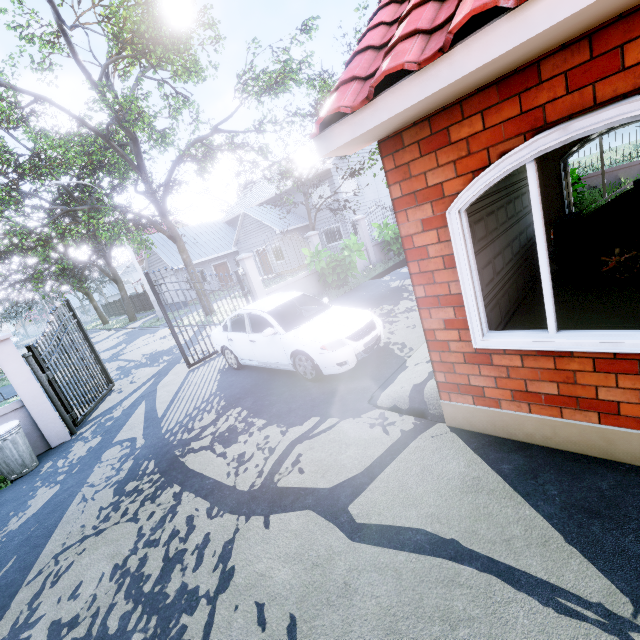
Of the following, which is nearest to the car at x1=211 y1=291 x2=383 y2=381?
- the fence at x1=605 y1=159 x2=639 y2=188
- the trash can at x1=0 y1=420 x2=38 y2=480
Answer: the fence at x1=605 y1=159 x2=639 y2=188

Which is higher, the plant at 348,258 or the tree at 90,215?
the tree at 90,215

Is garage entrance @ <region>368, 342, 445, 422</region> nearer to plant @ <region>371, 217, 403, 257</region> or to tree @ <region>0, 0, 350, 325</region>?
plant @ <region>371, 217, 403, 257</region>

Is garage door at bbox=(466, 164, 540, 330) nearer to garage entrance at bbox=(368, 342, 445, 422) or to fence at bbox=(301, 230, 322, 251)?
garage entrance at bbox=(368, 342, 445, 422)

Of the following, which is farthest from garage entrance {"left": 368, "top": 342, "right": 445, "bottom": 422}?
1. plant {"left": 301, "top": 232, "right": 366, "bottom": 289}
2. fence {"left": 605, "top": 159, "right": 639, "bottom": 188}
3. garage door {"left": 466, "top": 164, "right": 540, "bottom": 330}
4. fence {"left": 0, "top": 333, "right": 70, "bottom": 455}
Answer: fence {"left": 0, "top": 333, "right": 70, "bottom": 455}

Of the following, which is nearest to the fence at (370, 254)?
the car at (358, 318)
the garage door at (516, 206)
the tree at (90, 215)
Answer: the car at (358, 318)

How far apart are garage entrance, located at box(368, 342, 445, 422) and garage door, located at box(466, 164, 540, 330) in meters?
0.0 m

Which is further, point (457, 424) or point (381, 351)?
point (381, 351)
